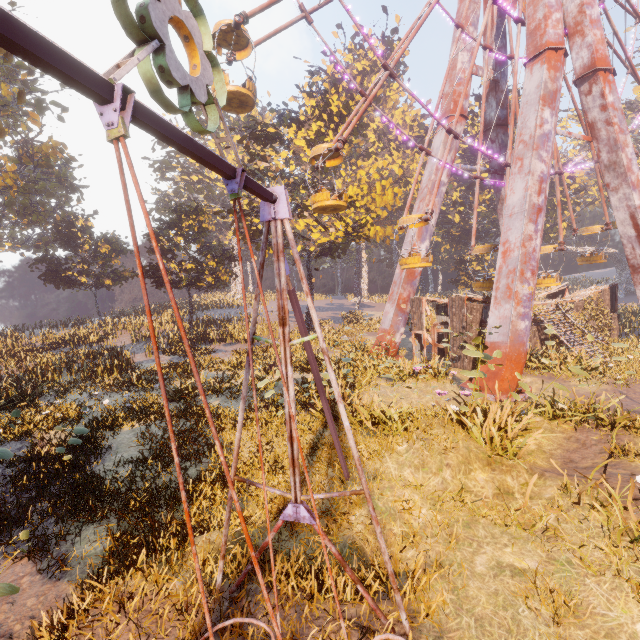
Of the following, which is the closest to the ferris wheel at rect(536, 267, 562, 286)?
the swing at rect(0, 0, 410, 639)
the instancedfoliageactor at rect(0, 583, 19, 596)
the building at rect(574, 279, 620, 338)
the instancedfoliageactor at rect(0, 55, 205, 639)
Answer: the building at rect(574, 279, 620, 338)

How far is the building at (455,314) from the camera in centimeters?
1584cm

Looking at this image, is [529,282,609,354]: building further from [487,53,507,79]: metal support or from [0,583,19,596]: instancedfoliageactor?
[0,583,19,596]: instancedfoliageactor

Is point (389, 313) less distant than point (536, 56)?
No

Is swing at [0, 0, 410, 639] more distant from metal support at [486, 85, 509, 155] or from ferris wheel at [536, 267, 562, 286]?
ferris wheel at [536, 267, 562, 286]

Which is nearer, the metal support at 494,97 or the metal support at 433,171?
the metal support at 433,171

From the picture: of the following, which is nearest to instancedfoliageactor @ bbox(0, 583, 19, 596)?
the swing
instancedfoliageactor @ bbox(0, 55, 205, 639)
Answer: the swing

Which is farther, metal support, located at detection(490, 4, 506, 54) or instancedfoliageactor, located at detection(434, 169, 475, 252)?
instancedfoliageactor, located at detection(434, 169, 475, 252)
